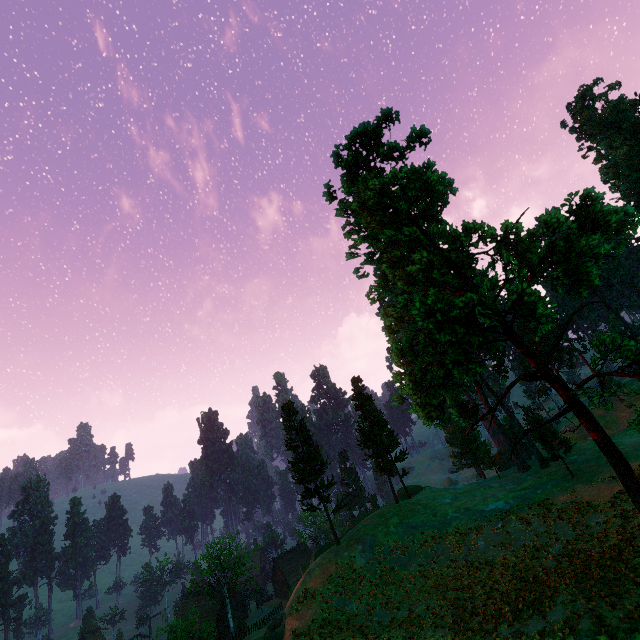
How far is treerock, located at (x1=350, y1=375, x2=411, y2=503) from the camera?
40.5m

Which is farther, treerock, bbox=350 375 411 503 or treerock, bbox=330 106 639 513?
treerock, bbox=350 375 411 503

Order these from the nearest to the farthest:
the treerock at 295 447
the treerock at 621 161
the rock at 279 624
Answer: the rock at 279 624
the treerock at 295 447
the treerock at 621 161

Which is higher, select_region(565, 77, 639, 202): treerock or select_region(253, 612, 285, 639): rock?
select_region(565, 77, 639, 202): treerock

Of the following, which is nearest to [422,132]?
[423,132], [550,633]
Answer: [423,132]

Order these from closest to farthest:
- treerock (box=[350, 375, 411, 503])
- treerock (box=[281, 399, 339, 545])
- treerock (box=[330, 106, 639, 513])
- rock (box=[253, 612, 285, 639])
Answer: treerock (box=[330, 106, 639, 513]) < rock (box=[253, 612, 285, 639]) < treerock (box=[281, 399, 339, 545]) < treerock (box=[350, 375, 411, 503])

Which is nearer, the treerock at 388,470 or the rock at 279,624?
the rock at 279,624
